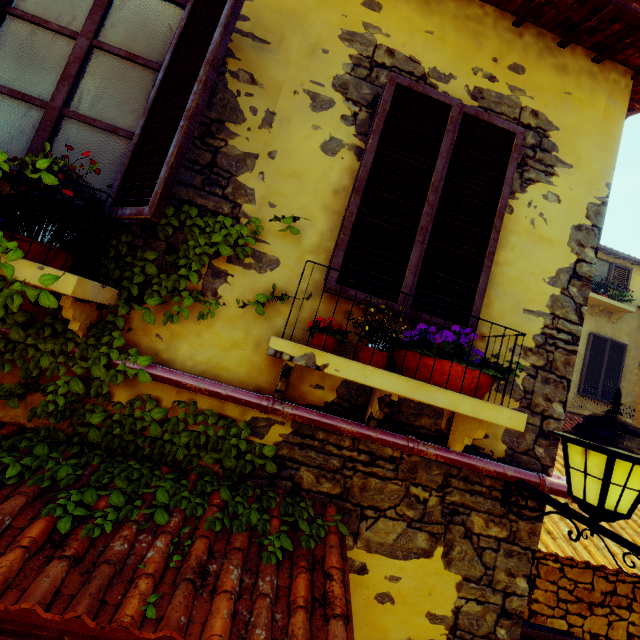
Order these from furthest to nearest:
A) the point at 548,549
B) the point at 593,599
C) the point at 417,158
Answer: the point at 593,599, the point at 548,549, the point at 417,158

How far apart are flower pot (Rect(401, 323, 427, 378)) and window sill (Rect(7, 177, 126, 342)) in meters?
1.8 m

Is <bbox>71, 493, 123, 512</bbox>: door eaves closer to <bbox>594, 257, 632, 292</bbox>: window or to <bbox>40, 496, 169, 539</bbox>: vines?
<bbox>40, 496, 169, 539</bbox>: vines

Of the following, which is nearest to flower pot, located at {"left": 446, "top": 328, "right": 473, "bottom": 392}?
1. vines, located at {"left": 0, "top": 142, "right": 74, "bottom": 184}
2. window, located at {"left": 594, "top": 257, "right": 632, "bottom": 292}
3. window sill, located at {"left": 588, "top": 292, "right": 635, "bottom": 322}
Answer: vines, located at {"left": 0, "top": 142, "right": 74, "bottom": 184}

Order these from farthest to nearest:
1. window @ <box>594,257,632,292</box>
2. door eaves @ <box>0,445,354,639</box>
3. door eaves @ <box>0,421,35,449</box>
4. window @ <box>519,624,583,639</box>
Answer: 1. window @ <box>594,257,632,292</box>
2. window @ <box>519,624,583,639</box>
3. door eaves @ <box>0,421,35,449</box>
4. door eaves @ <box>0,445,354,639</box>

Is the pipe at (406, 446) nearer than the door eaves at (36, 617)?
No

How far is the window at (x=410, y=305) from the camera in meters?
2.2

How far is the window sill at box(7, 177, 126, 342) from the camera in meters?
1.5 m
